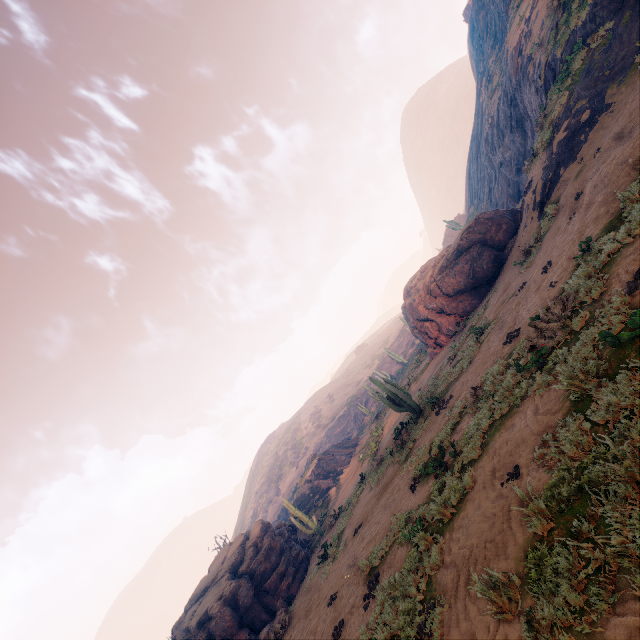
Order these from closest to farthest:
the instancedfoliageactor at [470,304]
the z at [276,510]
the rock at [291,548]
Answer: the rock at [291,548] < the instancedfoliageactor at [470,304] < the z at [276,510]

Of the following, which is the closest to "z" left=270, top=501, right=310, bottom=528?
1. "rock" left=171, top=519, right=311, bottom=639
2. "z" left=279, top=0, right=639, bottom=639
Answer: "z" left=279, top=0, right=639, bottom=639

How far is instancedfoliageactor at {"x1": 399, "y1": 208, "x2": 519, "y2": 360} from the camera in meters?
19.0

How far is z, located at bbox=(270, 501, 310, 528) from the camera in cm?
3208

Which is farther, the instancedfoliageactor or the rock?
the instancedfoliageactor

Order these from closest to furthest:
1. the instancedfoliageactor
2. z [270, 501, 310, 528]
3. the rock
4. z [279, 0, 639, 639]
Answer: z [279, 0, 639, 639] → the rock → the instancedfoliageactor → z [270, 501, 310, 528]

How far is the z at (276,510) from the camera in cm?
3208

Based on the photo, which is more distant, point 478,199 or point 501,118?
point 478,199
